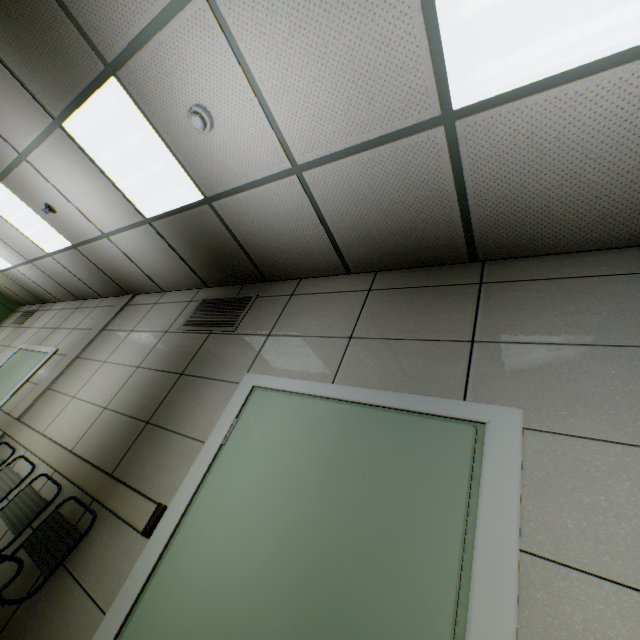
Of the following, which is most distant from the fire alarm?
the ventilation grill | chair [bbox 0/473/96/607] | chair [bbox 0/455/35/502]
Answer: chair [bbox 0/455/35/502]

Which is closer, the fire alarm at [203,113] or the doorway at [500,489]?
the doorway at [500,489]

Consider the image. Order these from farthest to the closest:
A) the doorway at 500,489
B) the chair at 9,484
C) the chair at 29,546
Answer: the chair at 9,484, the chair at 29,546, the doorway at 500,489

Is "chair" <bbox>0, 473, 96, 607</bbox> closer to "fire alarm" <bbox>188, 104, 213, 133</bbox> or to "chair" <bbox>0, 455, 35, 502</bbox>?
"chair" <bbox>0, 455, 35, 502</bbox>

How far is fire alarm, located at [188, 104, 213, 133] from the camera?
2.1 meters

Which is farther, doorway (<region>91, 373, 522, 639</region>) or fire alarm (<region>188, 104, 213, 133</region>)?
fire alarm (<region>188, 104, 213, 133</region>)

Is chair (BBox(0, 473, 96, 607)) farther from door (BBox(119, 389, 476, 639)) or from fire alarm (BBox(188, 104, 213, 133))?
fire alarm (BBox(188, 104, 213, 133))

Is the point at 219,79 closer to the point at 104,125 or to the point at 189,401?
the point at 104,125
